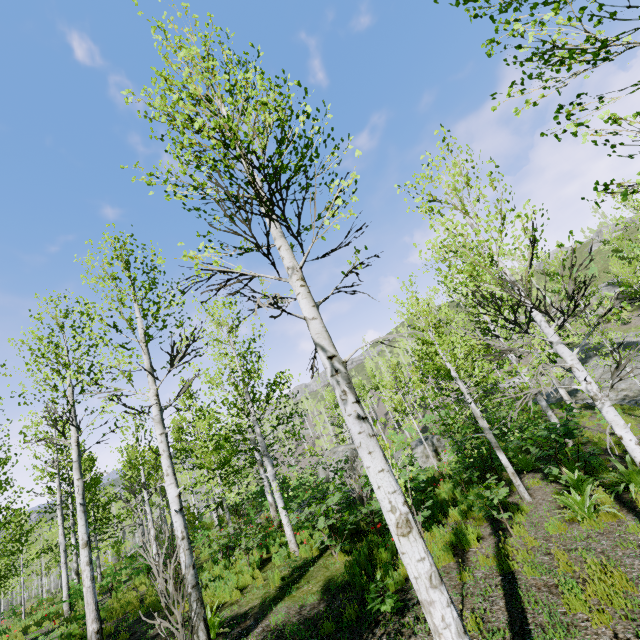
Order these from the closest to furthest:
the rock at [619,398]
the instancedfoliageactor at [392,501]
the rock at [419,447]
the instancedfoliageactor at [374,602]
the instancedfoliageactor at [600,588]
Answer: the instancedfoliageactor at [392,501]
the instancedfoliageactor at [600,588]
the instancedfoliageactor at [374,602]
the rock at [419,447]
the rock at [619,398]

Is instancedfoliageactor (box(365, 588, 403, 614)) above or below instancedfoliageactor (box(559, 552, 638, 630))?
above

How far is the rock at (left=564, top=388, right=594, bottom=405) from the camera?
19.3m

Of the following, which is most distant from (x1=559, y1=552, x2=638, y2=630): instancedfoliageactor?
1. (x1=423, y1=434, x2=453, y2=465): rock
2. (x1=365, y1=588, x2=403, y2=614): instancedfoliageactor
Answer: (x1=423, y1=434, x2=453, y2=465): rock

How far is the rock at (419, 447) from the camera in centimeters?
1544cm

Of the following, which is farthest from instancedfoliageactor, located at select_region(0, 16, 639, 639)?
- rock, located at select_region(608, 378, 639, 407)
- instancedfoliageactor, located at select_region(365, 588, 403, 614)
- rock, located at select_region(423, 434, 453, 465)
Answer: rock, located at select_region(423, 434, 453, 465)

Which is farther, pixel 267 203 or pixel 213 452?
pixel 213 452

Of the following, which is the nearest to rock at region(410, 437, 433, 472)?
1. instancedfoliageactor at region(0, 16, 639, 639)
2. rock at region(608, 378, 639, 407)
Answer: instancedfoliageactor at region(0, 16, 639, 639)
